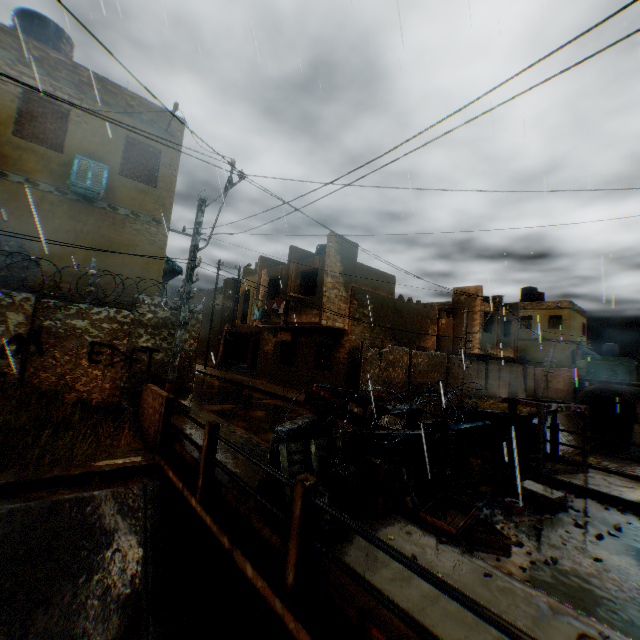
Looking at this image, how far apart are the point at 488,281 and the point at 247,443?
6.11m

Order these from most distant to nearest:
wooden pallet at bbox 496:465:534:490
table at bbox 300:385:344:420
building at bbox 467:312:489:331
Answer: building at bbox 467:312:489:331, wooden pallet at bbox 496:465:534:490, table at bbox 300:385:344:420

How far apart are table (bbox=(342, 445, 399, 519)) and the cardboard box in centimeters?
315cm

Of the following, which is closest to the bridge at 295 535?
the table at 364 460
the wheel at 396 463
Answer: the table at 364 460

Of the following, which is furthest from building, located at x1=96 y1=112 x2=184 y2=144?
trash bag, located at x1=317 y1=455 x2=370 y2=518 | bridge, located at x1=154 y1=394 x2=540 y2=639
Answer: bridge, located at x1=154 y1=394 x2=540 y2=639

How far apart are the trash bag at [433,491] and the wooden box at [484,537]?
0.1 meters

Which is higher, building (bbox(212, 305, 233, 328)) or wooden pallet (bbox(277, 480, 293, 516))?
building (bbox(212, 305, 233, 328))

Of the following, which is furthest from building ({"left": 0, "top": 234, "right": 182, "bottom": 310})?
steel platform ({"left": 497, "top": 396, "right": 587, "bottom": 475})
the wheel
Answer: the wheel
